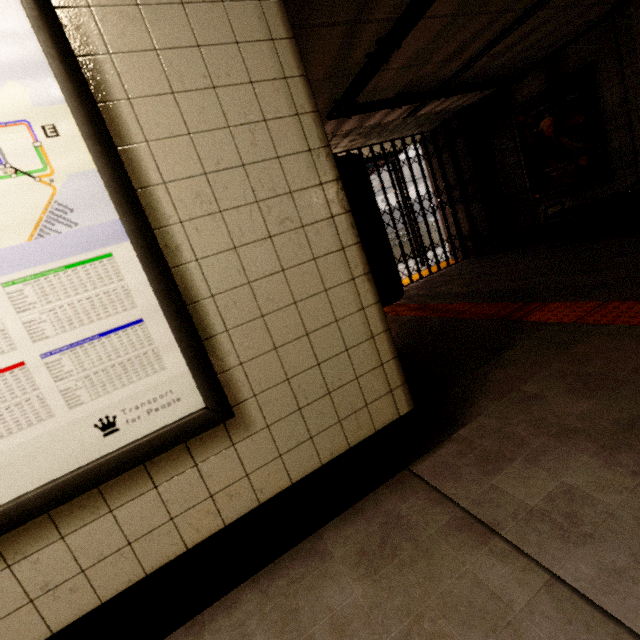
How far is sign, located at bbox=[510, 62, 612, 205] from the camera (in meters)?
5.00

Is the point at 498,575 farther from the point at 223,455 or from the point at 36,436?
the point at 36,436

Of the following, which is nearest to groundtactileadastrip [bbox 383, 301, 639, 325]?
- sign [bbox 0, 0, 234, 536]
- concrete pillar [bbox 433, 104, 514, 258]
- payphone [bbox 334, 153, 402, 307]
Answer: concrete pillar [bbox 433, 104, 514, 258]

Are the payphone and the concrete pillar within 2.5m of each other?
no

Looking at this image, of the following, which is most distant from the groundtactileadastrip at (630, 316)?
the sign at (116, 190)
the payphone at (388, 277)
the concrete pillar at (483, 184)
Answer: the sign at (116, 190)

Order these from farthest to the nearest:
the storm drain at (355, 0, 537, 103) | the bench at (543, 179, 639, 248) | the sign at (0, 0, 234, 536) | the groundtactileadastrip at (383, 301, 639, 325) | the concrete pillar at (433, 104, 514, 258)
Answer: the concrete pillar at (433, 104, 514, 258) → the bench at (543, 179, 639, 248) → the storm drain at (355, 0, 537, 103) → the groundtactileadastrip at (383, 301, 639, 325) → the sign at (0, 0, 234, 536)

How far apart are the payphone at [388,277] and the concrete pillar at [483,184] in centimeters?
582cm

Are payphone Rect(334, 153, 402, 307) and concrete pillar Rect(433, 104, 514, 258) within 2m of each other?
no
